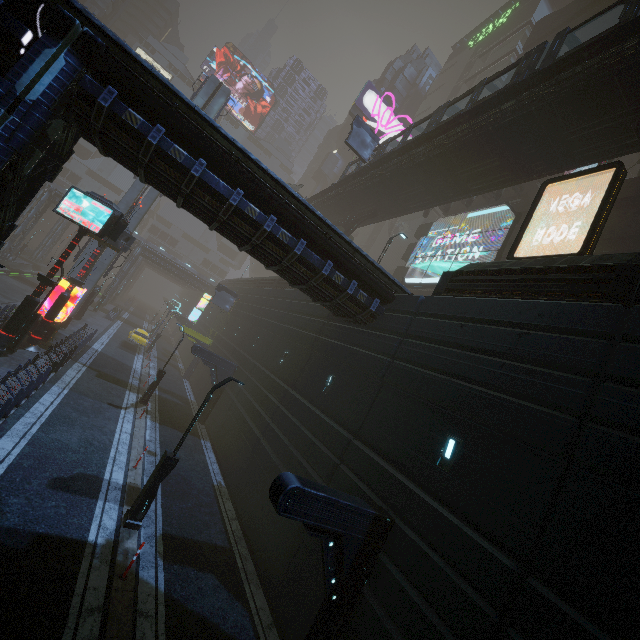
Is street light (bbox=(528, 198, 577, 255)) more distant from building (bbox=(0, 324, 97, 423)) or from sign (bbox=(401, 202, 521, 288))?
sign (bbox=(401, 202, 521, 288))

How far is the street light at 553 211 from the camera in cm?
1305

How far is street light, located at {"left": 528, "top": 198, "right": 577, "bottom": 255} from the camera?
13.05m

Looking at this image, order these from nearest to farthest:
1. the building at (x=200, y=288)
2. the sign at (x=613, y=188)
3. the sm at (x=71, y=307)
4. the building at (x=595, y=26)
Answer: the sign at (x=613, y=188) < the sm at (x=71, y=307) < the building at (x=595, y=26) < the building at (x=200, y=288)

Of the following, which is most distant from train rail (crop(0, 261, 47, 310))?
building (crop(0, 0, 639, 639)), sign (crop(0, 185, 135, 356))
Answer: sign (crop(0, 185, 135, 356))

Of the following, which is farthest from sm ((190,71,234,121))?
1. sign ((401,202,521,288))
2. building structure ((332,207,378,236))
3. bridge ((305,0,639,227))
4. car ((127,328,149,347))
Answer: sign ((401,202,521,288))

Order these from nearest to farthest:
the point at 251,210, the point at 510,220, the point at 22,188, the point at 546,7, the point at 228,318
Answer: the point at 22,188 → the point at 251,210 → the point at 510,220 → the point at 228,318 → the point at 546,7

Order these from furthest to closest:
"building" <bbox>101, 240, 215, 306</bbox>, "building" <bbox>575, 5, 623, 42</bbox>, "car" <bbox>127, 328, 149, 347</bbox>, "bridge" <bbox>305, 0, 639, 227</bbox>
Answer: "building" <bbox>101, 240, 215, 306</bbox>
"car" <bbox>127, 328, 149, 347</bbox>
"building" <bbox>575, 5, 623, 42</bbox>
"bridge" <bbox>305, 0, 639, 227</bbox>
